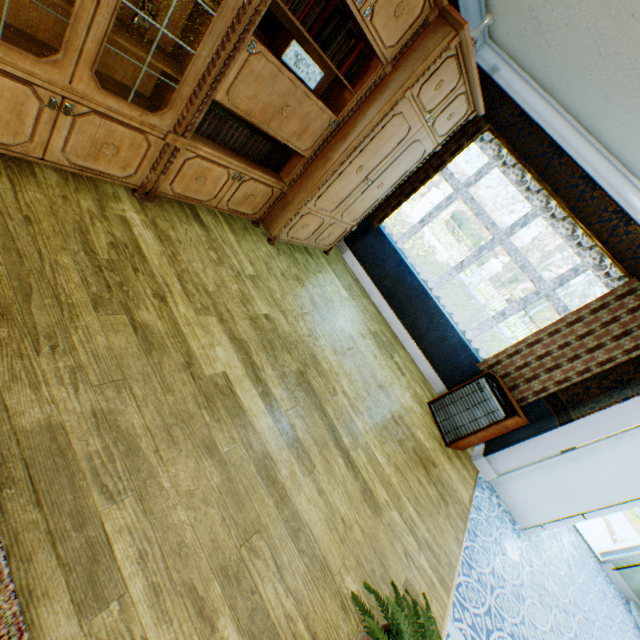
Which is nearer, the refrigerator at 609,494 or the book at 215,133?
the book at 215,133

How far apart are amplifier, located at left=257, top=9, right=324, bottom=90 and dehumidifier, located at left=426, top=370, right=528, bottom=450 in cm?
354

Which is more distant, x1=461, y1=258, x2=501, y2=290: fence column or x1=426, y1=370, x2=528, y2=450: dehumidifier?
x1=461, y1=258, x2=501, y2=290: fence column

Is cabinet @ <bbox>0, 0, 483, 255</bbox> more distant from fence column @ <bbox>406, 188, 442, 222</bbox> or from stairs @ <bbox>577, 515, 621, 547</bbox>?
fence column @ <bbox>406, 188, 442, 222</bbox>

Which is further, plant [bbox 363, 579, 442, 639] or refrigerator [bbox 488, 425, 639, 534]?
refrigerator [bbox 488, 425, 639, 534]

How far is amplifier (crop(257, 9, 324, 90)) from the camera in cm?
225

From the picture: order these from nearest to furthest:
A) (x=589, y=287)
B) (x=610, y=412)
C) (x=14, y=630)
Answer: (x=14, y=630), (x=610, y=412), (x=589, y=287)

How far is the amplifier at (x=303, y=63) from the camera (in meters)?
2.25
